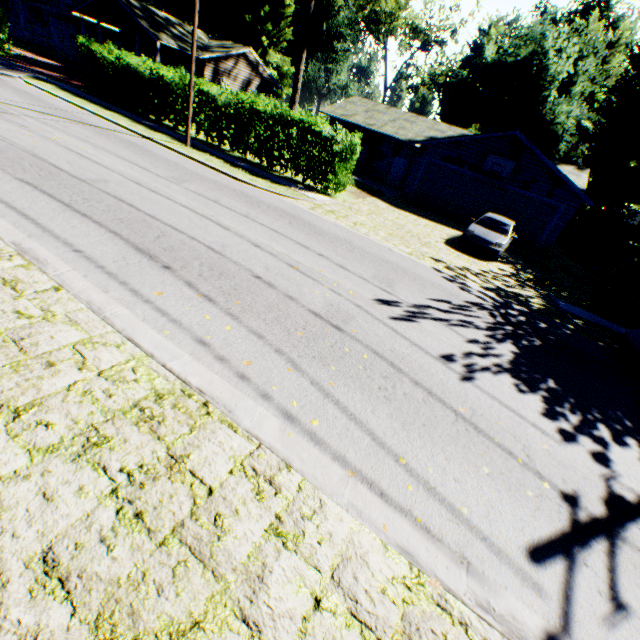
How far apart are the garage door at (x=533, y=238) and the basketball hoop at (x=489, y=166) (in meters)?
0.53

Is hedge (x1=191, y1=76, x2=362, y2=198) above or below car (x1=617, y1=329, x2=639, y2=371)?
above

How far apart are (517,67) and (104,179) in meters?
53.4

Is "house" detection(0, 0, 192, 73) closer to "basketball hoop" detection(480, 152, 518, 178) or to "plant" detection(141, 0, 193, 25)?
"plant" detection(141, 0, 193, 25)

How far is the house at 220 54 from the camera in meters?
30.0

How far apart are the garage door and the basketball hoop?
0.53m

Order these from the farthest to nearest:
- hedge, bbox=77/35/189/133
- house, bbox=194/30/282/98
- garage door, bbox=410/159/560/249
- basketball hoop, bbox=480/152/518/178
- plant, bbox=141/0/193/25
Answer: plant, bbox=141/0/193/25 → house, bbox=194/30/282/98 → garage door, bbox=410/159/560/249 → basketball hoop, bbox=480/152/518/178 → hedge, bbox=77/35/189/133

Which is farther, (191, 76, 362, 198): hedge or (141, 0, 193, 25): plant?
(141, 0, 193, 25): plant
